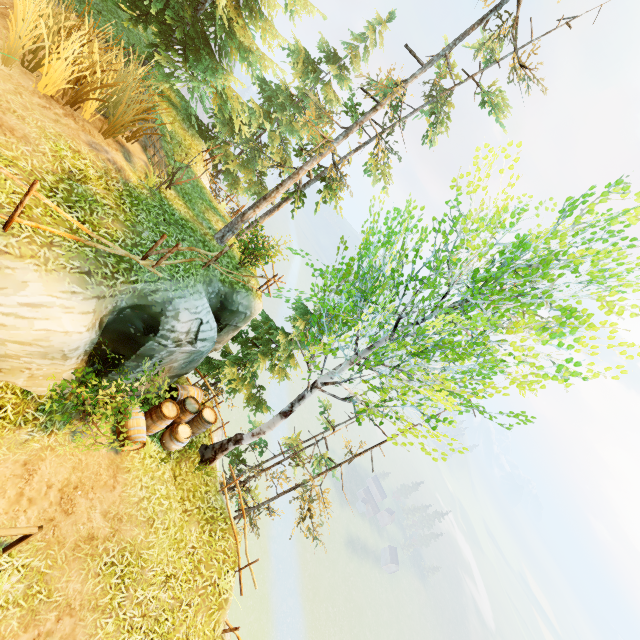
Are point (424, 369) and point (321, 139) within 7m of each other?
no

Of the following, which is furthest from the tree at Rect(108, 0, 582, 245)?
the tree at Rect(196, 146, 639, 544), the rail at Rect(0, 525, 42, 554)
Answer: the rail at Rect(0, 525, 42, 554)

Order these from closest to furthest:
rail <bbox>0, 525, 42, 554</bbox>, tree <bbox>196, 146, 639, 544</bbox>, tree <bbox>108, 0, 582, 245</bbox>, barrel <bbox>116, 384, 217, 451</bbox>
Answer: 1. rail <bbox>0, 525, 42, 554</bbox>
2. tree <bbox>196, 146, 639, 544</bbox>
3. barrel <bbox>116, 384, 217, 451</bbox>
4. tree <bbox>108, 0, 582, 245</bbox>

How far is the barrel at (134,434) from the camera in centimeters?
854cm

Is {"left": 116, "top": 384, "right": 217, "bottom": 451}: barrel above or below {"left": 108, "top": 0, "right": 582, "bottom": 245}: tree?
below

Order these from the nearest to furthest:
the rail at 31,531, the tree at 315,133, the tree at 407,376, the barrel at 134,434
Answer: the rail at 31,531, the tree at 407,376, the barrel at 134,434, the tree at 315,133

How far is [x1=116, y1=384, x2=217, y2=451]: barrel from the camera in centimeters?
854cm
